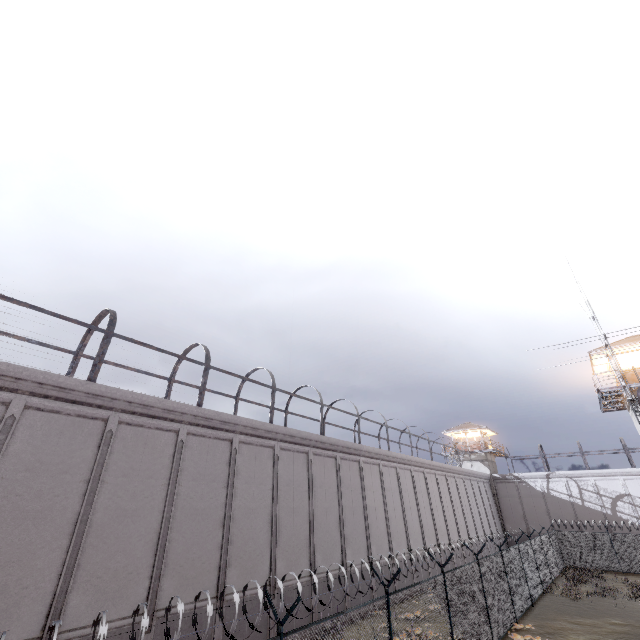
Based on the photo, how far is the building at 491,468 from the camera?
39.5m

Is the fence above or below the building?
below

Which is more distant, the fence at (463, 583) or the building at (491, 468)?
the building at (491, 468)

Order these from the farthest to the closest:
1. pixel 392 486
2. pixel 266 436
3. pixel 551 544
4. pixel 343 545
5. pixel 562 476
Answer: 1. pixel 562 476
2. pixel 551 544
3. pixel 392 486
4. pixel 343 545
5. pixel 266 436

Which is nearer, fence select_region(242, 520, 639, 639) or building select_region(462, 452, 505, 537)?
fence select_region(242, 520, 639, 639)

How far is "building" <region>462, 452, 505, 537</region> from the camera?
39.5m
